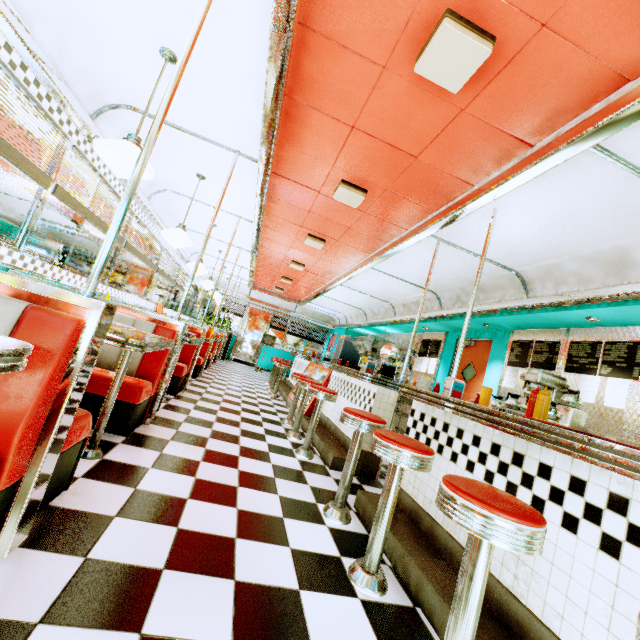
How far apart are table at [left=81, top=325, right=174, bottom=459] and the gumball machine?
2.80m

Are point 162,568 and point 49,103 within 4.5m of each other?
yes

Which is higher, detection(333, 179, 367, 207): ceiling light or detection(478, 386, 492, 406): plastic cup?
detection(333, 179, 367, 207): ceiling light

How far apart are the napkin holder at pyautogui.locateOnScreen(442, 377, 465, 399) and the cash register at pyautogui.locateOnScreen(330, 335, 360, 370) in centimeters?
243cm

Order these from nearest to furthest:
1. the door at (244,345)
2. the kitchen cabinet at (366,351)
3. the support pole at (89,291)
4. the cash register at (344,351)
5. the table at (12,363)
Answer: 1. the table at (12,363)
2. the support pole at (89,291)
3. the cash register at (344,351)
4. the kitchen cabinet at (366,351)
5. the door at (244,345)

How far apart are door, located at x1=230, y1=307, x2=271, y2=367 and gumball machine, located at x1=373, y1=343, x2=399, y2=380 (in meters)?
10.38

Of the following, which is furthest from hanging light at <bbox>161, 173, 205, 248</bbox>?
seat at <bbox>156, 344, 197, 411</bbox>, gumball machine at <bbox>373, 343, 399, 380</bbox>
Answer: gumball machine at <bbox>373, 343, 399, 380</bbox>

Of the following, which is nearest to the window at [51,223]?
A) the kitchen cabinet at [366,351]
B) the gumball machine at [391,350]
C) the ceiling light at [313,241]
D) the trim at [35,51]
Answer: the trim at [35,51]
